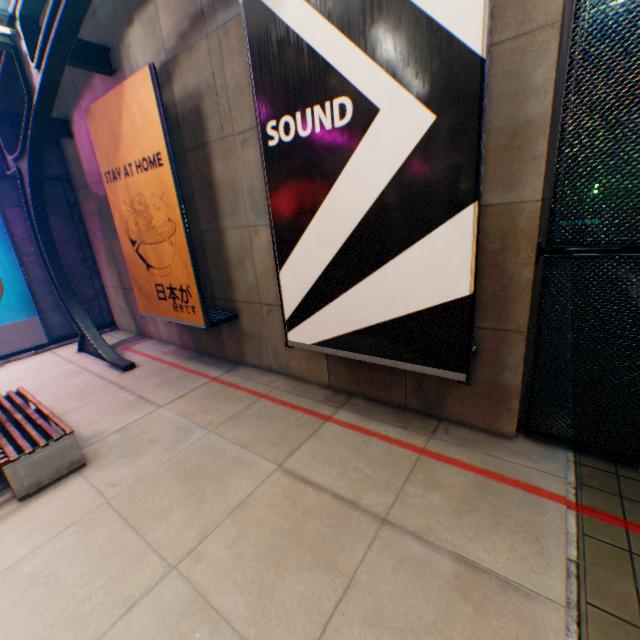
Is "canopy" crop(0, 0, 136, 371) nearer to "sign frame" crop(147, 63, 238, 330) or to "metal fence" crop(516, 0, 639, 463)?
"metal fence" crop(516, 0, 639, 463)

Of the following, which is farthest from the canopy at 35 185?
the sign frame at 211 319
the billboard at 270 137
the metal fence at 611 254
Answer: the billboard at 270 137

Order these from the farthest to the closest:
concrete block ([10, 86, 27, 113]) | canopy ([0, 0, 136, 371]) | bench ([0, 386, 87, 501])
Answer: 1. concrete block ([10, 86, 27, 113])
2. canopy ([0, 0, 136, 371])
3. bench ([0, 386, 87, 501])

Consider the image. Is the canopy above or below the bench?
above

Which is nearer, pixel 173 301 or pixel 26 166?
pixel 173 301

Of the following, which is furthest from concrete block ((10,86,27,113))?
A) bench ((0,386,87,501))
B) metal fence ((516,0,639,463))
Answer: bench ((0,386,87,501))

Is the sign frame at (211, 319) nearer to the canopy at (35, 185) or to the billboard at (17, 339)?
the canopy at (35, 185)

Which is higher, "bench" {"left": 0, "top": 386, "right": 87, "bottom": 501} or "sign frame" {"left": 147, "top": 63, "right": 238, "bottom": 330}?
"sign frame" {"left": 147, "top": 63, "right": 238, "bottom": 330}
